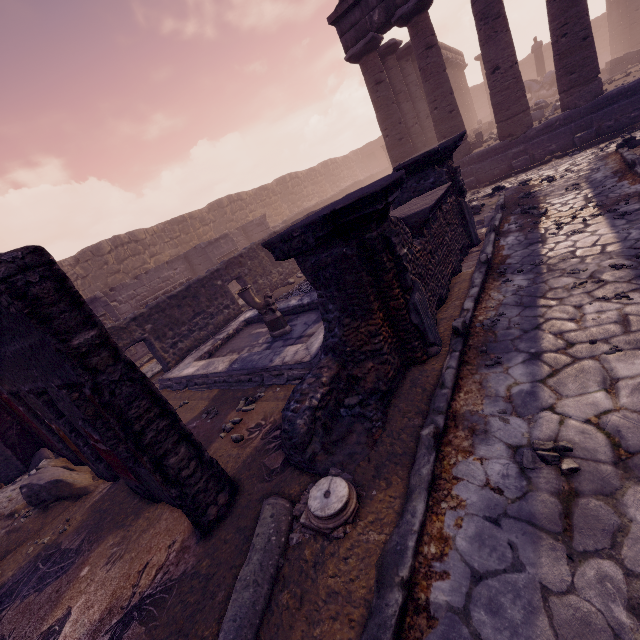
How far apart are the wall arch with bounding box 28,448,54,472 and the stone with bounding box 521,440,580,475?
7.70m

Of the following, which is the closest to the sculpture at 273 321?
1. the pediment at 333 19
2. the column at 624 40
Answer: the pediment at 333 19

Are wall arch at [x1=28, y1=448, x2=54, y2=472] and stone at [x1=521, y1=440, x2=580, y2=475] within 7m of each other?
no

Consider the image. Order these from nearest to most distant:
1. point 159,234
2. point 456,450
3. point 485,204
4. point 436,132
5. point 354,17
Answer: point 456,450 < point 485,204 < point 354,17 < point 436,132 < point 159,234

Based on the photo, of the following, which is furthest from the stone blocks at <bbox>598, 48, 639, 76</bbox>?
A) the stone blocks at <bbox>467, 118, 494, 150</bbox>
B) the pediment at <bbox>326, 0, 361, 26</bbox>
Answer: the pediment at <bbox>326, 0, 361, 26</bbox>

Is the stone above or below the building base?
below

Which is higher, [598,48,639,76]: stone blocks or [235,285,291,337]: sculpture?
[598,48,639,76]: stone blocks

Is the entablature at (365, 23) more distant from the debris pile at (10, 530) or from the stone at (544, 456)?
the debris pile at (10, 530)
